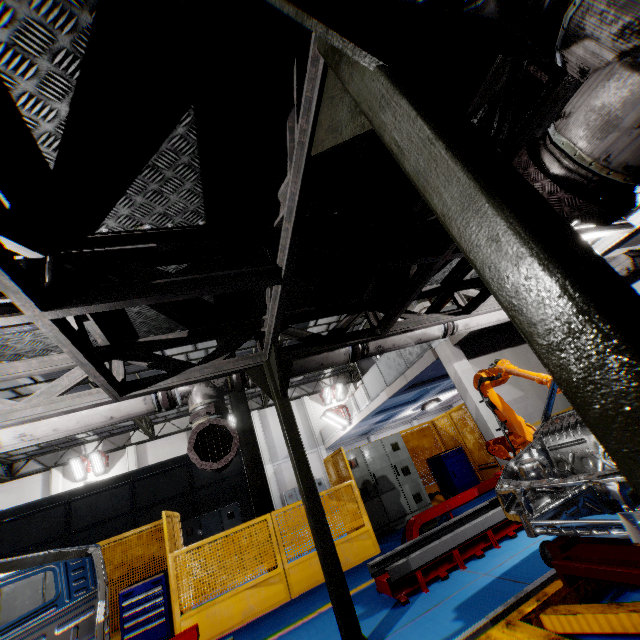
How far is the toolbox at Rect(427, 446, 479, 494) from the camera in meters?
9.1 m

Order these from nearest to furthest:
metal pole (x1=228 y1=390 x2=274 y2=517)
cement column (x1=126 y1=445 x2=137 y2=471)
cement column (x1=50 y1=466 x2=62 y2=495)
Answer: metal pole (x1=228 y1=390 x2=274 y2=517), cement column (x1=50 y1=466 x2=62 y2=495), cement column (x1=126 y1=445 x2=137 y2=471)

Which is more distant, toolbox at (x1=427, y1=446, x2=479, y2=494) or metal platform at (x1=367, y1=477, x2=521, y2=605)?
toolbox at (x1=427, y1=446, x2=479, y2=494)

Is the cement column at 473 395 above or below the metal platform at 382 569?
above

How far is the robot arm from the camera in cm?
555

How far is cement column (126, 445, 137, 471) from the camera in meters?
20.2

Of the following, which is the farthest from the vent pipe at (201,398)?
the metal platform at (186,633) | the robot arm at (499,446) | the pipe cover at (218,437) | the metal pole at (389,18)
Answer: the metal pole at (389,18)

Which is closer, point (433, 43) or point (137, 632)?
point (433, 43)
